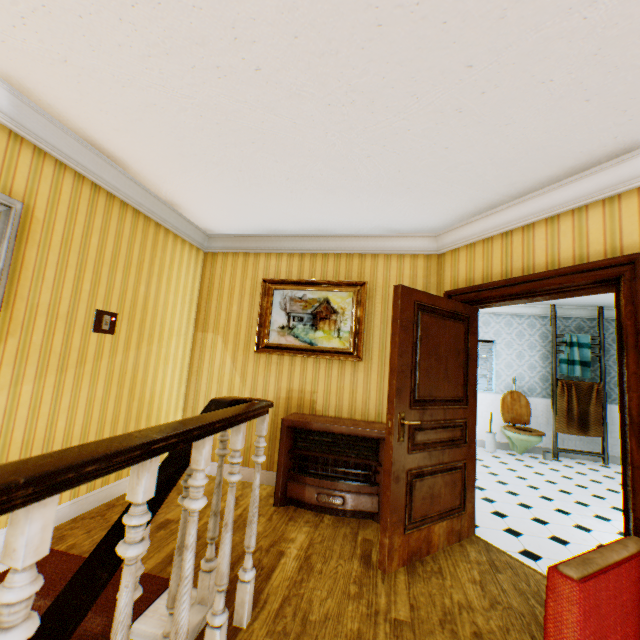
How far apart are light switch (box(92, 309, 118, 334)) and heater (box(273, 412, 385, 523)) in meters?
1.9

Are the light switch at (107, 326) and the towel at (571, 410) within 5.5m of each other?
no

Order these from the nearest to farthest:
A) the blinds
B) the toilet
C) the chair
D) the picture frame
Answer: the chair → the picture frame → the toilet → the blinds

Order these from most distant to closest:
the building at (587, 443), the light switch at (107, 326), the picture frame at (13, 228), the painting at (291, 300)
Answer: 1. the building at (587, 443)
2. the painting at (291, 300)
3. the light switch at (107, 326)
4. the picture frame at (13, 228)

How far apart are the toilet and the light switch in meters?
6.8

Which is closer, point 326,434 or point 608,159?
point 608,159

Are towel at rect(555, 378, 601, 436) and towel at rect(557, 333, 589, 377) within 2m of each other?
yes

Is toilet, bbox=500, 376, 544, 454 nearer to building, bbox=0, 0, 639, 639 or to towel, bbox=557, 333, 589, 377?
building, bbox=0, 0, 639, 639
